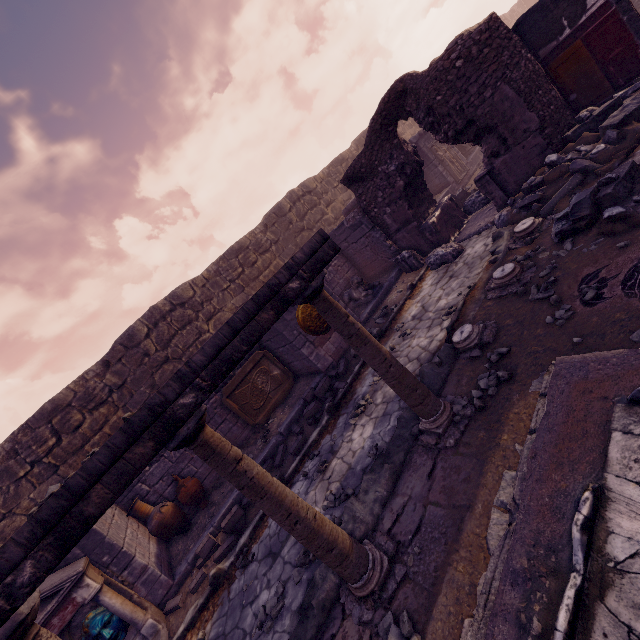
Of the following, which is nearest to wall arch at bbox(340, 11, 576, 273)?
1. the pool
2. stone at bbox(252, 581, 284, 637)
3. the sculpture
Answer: the sculpture

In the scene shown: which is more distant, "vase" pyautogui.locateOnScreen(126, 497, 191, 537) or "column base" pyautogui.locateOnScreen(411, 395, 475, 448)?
"vase" pyautogui.locateOnScreen(126, 497, 191, 537)

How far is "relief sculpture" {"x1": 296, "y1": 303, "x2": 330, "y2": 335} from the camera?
8.2 meters

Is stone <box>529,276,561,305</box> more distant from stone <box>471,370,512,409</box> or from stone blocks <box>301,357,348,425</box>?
stone blocks <box>301,357,348,425</box>

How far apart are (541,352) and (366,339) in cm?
Answer: 202

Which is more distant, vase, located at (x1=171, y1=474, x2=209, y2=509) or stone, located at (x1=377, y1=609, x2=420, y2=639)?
vase, located at (x1=171, y1=474, x2=209, y2=509)

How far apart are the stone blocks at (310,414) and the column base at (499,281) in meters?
3.3 m

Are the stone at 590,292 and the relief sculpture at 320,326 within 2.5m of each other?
no
